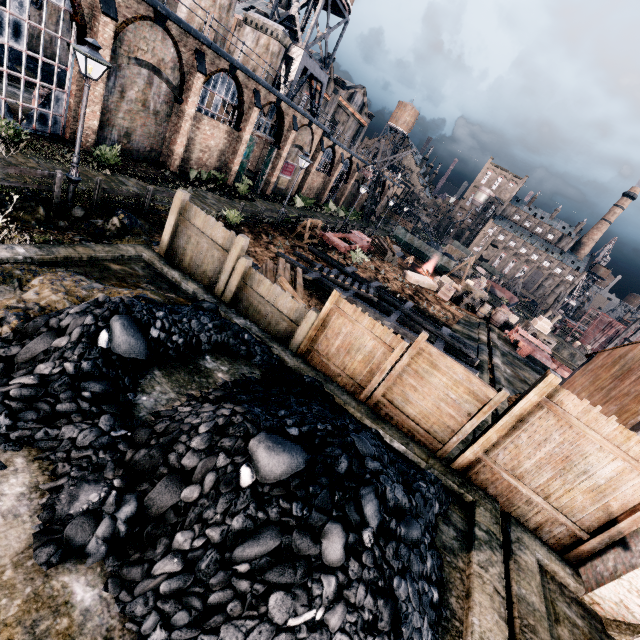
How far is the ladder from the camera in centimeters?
1864cm

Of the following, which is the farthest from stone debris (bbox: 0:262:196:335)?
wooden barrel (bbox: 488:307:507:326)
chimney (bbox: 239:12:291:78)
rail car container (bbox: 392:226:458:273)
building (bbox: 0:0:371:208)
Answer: rail car container (bbox: 392:226:458:273)

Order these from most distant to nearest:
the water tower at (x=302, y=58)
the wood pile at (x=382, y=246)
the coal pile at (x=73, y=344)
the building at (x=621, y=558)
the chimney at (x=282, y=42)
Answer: the wood pile at (x=382, y=246) → the water tower at (x=302, y=58) → the chimney at (x=282, y=42) → the building at (x=621, y=558) → the coal pile at (x=73, y=344)

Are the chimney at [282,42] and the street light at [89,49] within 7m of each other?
no

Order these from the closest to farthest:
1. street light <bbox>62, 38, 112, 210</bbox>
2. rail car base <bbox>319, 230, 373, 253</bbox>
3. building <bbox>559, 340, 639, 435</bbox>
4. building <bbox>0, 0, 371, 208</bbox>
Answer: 1. building <bbox>559, 340, 639, 435</bbox>
2. street light <bbox>62, 38, 112, 210</bbox>
3. building <bbox>0, 0, 371, 208</bbox>
4. rail car base <bbox>319, 230, 373, 253</bbox>

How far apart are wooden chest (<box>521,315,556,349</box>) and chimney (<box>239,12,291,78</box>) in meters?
34.2

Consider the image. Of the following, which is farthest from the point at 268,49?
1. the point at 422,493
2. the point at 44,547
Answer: the point at 44,547

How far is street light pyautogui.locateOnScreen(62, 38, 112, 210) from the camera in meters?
9.8 m
